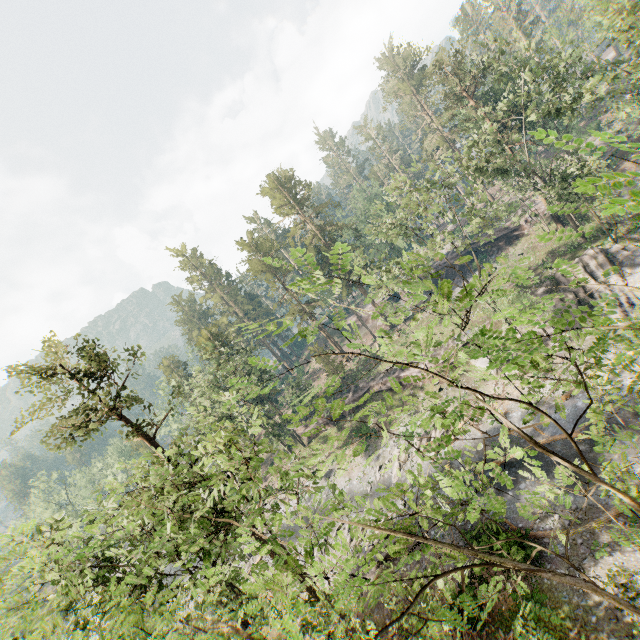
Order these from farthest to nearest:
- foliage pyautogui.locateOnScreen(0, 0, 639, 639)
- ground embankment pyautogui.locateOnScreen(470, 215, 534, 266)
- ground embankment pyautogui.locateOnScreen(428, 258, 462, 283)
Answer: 1. ground embankment pyautogui.locateOnScreen(428, 258, 462, 283)
2. ground embankment pyautogui.locateOnScreen(470, 215, 534, 266)
3. foliage pyautogui.locateOnScreen(0, 0, 639, 639)

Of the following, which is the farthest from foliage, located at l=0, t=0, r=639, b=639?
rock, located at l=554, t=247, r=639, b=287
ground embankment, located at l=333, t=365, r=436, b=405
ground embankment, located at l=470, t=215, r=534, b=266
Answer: ground embankment, located at l=470, t=215, r=534, b=266

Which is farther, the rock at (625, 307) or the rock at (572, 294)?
the rock at (572, 294)

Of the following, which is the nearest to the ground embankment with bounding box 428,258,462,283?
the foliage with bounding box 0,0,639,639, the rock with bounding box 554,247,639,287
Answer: the foliage with bounding box 0,0,639,639

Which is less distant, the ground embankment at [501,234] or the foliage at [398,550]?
the foliage at [398,550]

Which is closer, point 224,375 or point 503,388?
point 503,388

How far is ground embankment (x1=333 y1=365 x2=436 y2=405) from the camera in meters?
39.1 m

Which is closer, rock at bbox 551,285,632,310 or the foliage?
the foliage
